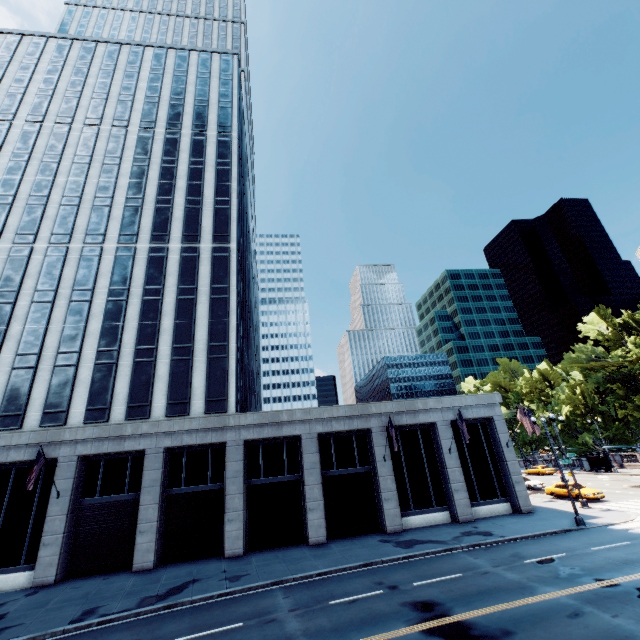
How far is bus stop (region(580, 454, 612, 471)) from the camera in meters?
46.4

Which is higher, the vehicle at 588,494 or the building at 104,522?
the building at 104,522

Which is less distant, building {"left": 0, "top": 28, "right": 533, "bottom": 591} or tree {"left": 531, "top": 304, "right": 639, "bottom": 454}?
building {"left": 0, "top": 28, "right": 533, "bottom": 591}

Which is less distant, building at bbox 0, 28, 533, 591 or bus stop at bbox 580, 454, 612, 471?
building at bbox 0, 28, 533, 591

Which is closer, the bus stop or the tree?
the tree

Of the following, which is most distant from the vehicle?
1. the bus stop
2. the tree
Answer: the bus stop

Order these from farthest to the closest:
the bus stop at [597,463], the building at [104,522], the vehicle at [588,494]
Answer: the bus stop at [597,463]
the vehicle at [588,494]
the building at [104,522]

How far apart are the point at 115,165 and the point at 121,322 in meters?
19.4
